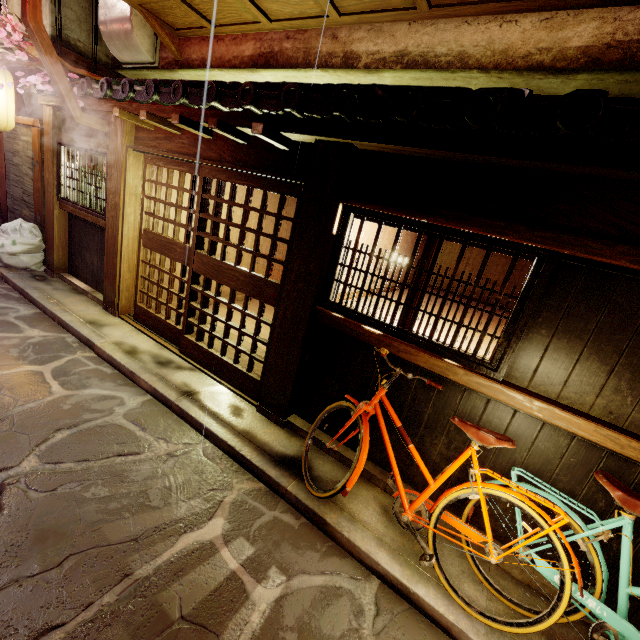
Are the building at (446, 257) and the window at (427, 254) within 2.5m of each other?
no

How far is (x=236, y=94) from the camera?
6.14m

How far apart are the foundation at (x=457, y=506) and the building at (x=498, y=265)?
8.5m

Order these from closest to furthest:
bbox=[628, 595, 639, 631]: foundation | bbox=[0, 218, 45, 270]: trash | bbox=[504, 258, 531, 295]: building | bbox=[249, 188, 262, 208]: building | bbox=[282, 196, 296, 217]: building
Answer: bbox=[628, 595, 639, 631]: foundation → bbox=[0, 218, 45, 270]: trash → bbox=[504, 258, 531, 295]: building → bbox=[249, 188, 262, 208]: building → bbox=[282, 196, 296, 217]: building

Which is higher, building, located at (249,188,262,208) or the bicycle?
building, located at (249,188,262,208)

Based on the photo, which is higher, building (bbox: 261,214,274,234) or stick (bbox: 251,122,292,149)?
stick (bbox: 251,122,292,149)

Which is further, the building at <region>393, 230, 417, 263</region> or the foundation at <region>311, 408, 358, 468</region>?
the building at <region>393, 230, 417, 263</region>

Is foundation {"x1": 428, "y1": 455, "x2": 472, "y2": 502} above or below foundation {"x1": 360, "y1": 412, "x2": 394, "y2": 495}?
above
